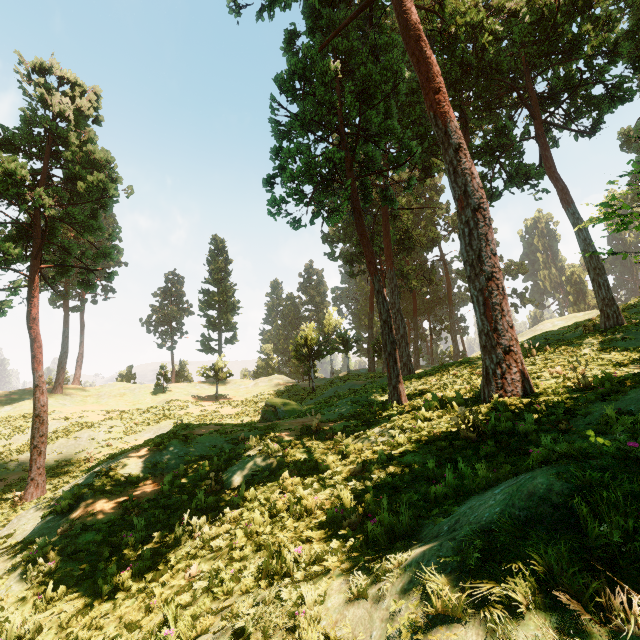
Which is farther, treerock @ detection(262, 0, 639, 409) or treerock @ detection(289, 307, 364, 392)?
treerock @ detection(289, 307, 364, 392)

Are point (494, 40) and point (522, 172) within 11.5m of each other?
yes

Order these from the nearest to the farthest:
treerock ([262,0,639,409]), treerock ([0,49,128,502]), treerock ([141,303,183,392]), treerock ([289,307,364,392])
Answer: treerock ([262,0,639,409]) < treerock ([0,49,128,502]) < treerock ([289,307,364,392]) < treerock ([141,303,183,392])

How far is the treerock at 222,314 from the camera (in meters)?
39.53

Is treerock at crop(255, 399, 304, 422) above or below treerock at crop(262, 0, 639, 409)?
below

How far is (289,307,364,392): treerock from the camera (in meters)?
33.81
